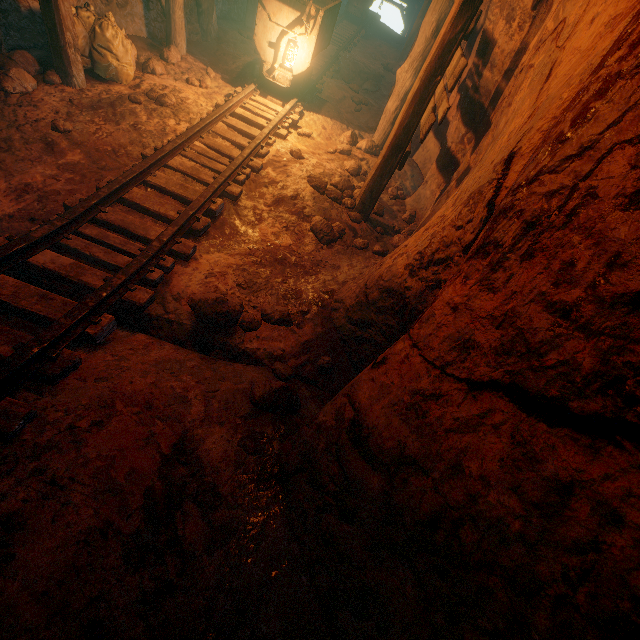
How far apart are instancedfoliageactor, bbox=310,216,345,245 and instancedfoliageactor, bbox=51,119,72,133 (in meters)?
2.91

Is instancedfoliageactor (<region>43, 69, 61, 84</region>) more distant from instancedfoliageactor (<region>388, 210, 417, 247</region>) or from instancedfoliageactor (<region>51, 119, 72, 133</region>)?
instancedfoliageactor (<region>388, 210, 417, 247</region>)

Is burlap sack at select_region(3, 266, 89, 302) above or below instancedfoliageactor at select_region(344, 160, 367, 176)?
below

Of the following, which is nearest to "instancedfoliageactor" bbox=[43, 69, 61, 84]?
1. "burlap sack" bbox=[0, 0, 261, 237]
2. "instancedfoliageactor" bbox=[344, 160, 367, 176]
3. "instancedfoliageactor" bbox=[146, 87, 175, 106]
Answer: "burlap sack" bbox=[0, 0, 261, 237]

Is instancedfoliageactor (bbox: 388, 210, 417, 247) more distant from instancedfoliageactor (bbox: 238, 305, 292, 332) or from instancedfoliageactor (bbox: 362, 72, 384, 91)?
instancedfoliageactor (bbox: 362, 72, 384, 91)

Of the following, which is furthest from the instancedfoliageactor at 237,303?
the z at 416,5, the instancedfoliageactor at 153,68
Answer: the z at 416,5

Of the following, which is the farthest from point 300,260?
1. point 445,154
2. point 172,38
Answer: point 172,38

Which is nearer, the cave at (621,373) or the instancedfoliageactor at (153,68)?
the cave at (621,373)
